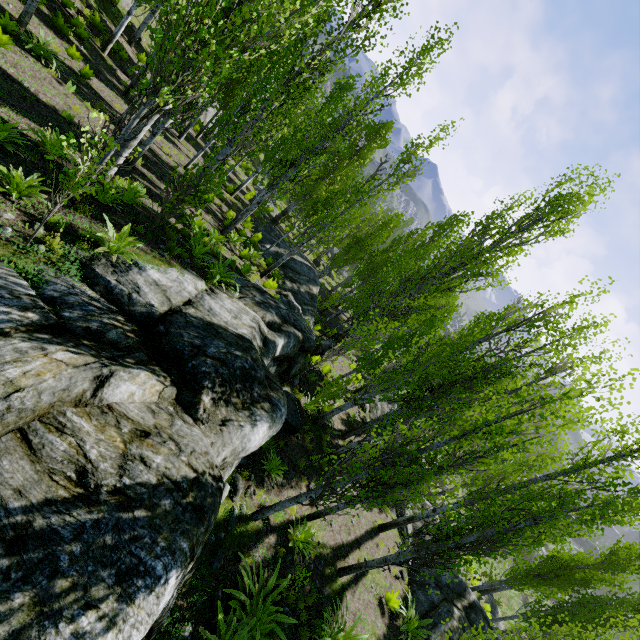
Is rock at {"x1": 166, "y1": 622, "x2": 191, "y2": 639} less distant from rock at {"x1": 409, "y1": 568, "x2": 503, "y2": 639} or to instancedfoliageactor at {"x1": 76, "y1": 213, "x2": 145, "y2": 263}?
instancedfoliageactor at {"x1": 76, "y1": 213, "x2": 145, "y2": 263}

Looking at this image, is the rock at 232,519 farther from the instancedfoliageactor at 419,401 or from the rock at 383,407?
the rock at 383,407

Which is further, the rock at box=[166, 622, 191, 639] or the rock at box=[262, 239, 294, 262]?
the rock at box=[262, 239, 294, 262]

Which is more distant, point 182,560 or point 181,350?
point 181,350

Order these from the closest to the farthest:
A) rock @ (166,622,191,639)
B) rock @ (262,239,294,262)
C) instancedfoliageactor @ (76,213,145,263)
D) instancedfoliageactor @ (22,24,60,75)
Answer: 1. rock @ (166,622,191,639)
2. instancedfoliageactor @ (76,213,145,263)
3. instancedfoliageactor @ (22,24,60,75)
4. rock @ (262,239,294,262)

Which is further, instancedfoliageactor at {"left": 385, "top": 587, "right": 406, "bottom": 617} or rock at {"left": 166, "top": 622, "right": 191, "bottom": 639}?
instancedfoliageactor at {"left": 385, "top": 587, "right": 406, "bottom": 617}

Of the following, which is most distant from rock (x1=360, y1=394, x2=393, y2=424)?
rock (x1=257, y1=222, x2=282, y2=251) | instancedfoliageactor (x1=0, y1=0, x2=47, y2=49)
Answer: rock (x1=257, y1=222, x2=282, y2=251)

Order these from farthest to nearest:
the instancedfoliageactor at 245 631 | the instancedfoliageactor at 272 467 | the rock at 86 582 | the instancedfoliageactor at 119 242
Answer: the instancedfoliageactor at 272 467
the instancedfoliageactor at 119 242
the instancedfoliageactor at 245 631
the rock at 86 582
